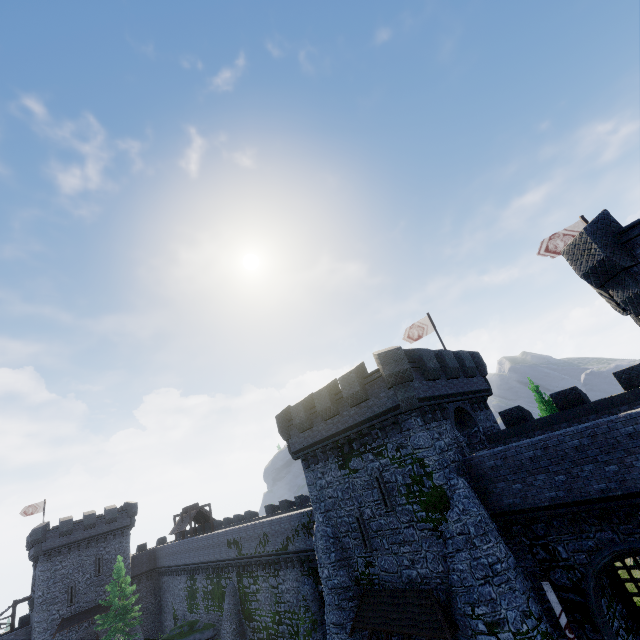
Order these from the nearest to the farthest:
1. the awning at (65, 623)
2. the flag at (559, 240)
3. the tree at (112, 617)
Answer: the flag at (559, 240) < the tree at (112, 617) < the awning at (65, 623)

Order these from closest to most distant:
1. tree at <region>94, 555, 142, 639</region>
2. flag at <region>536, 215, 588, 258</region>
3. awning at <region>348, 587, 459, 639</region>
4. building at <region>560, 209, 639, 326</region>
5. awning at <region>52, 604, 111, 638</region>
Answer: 1. building at <region>560, 209, 639, 326</region>
2. awning at <region>348, 587, 459, 639</region>
3. flag at <region>536, 215, 588, 258</region>
4. tree at <region>94, 555, 142, 639</region>
5. awning at <region>52, 604, 111, 638</region>

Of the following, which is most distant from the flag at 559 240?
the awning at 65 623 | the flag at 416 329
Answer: the awning at 65 623

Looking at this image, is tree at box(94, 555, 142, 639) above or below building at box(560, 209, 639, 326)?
below

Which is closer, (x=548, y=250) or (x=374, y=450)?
(x=374, y=450)

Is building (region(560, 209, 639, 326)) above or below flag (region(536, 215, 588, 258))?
below

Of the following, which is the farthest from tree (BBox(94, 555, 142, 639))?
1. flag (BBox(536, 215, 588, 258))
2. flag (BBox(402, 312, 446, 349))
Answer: flag (BBox(536, 215, 588, 258))

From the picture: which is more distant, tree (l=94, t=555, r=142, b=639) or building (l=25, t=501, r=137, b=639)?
building (l=25, t=501, r=137, b=639)
